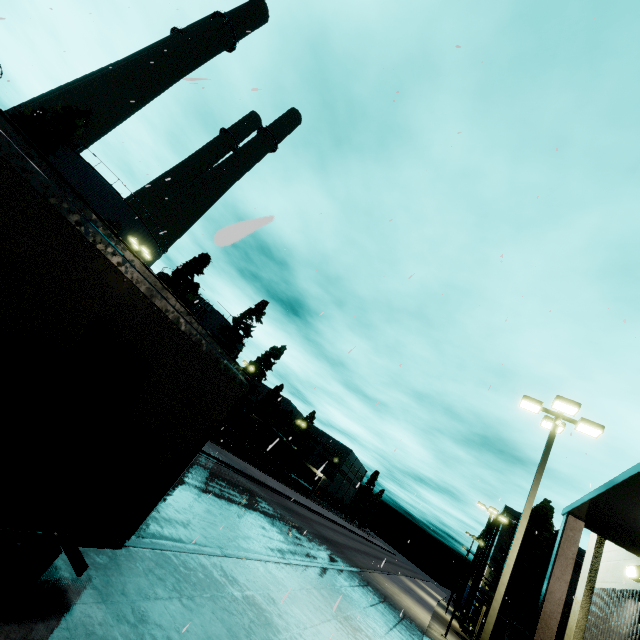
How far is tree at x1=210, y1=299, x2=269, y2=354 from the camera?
45.81m

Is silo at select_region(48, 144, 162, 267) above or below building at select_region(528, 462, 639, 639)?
above

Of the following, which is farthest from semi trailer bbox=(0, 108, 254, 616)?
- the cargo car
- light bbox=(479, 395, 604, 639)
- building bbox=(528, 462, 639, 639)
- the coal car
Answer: the cargo car

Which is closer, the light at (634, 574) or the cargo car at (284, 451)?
the light at (634, 574)

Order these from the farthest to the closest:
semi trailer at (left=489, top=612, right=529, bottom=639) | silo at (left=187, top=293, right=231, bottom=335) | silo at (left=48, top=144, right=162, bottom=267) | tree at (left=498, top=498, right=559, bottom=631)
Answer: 1. silo at (left=187, top=293, right=231, bottom=335)
2. silo at (left=48, top=144, right=162, bottom=267)
3. tree at (left=498, top=498, right=559, bottom=631)
4. semi trailer at (left=489, top=612, right=529, bottom=639)

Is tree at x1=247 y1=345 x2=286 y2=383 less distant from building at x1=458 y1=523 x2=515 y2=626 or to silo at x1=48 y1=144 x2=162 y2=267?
silo at x1=48 y1=144 x2=162 y2=267

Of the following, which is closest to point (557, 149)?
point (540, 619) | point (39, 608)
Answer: point (540, 619)

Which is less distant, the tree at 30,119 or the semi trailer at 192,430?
the semi trailer at 192,430
